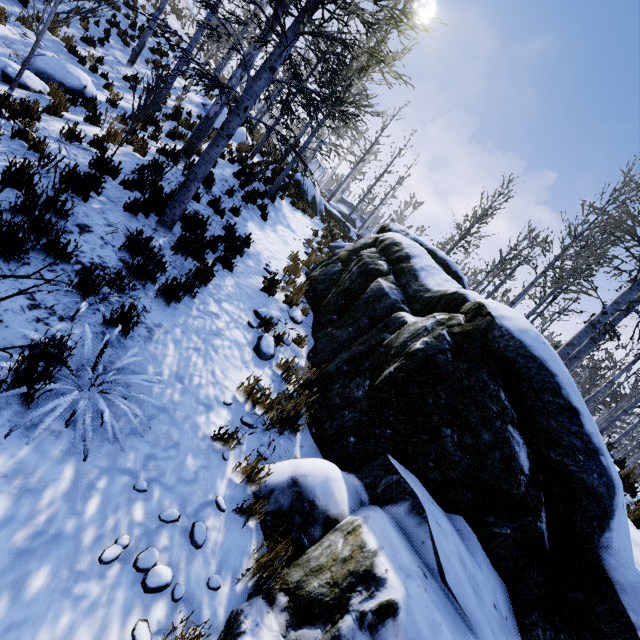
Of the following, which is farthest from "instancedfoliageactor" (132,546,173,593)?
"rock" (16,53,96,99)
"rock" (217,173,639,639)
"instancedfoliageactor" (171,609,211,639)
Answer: "rock" (16,53,96,99)

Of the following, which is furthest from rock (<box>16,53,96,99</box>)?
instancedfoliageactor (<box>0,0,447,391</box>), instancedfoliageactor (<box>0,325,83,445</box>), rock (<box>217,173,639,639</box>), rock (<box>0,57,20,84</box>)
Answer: instancedfoliageactor (<box>0,0,447,391</box>)

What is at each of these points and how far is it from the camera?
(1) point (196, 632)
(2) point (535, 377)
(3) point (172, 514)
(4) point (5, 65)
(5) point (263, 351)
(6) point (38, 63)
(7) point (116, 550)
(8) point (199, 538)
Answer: (1) instancedfoliageactor, 2.0 meters
(2) rock, 2.7 meters
(3) instancedfoliageactor, 2.4 meters
(4) rock, 6.9 meters
(5) rock, 4.7 meters
(6) rock, 8.2 meters
(7) instancedfoliageactor, 2.0 meters
(8) instancedfoliageactor, 2.4 meters

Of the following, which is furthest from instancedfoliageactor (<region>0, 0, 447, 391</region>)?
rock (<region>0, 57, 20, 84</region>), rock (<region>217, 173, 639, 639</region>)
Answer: rock (<region>0, 57, 20, 84</region>)

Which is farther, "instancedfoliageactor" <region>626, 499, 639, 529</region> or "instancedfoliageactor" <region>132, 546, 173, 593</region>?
"instancedfoliageactor" <region>626, 499, 639, 529</region>

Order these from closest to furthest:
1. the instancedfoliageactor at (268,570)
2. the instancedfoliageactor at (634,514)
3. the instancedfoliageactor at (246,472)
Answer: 1. the instancedfoliageactor at (268,570)
2. the instancedfoliageactor at (246,472)
3. the instancedfoliageactor at (634,514)

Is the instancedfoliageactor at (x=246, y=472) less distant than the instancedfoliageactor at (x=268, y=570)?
No

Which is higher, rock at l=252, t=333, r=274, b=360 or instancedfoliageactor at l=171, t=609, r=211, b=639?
rock at l=252, t=333, r=274, b=360
